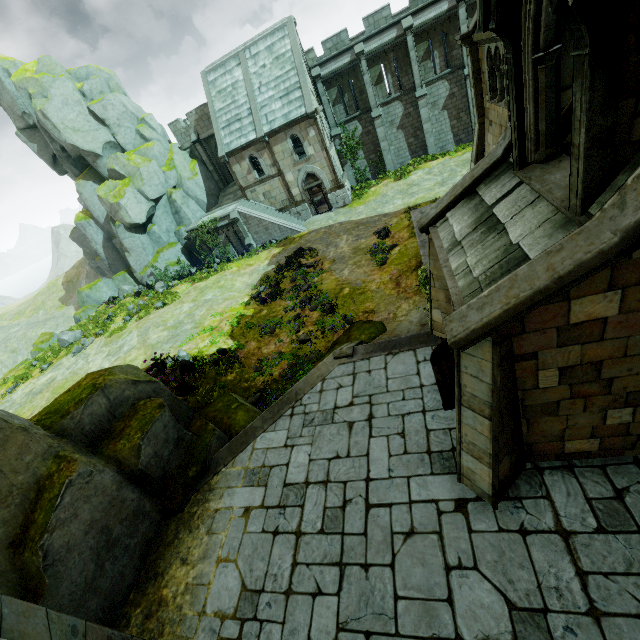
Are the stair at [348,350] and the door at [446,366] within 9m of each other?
yes

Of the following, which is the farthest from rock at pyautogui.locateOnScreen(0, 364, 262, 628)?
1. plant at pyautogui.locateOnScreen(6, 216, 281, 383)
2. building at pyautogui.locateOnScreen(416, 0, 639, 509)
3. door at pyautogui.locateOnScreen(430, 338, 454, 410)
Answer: plant at pyautogui.locateOnScreen(6, 216, 281, 383)

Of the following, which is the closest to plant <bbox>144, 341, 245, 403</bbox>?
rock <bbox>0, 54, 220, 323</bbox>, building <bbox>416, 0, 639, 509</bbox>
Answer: building <bbox>416, 0, 639, 509</bbox>

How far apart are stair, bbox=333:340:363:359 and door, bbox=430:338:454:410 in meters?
3.0

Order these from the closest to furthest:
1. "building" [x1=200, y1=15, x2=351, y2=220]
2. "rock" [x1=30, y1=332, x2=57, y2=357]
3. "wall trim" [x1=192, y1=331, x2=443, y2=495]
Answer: "wall trim" [x1=192, y1=331, x2=443, y2=495] → "building" [x1=200, y1=15, x2=351, y2=220] → "rock" [x1=30, y1=332, x2=57, y2=357]

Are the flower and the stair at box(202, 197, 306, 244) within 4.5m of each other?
no

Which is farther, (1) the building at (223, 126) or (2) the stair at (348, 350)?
(1) the building at (223, 126)

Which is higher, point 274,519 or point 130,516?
point 130,516
